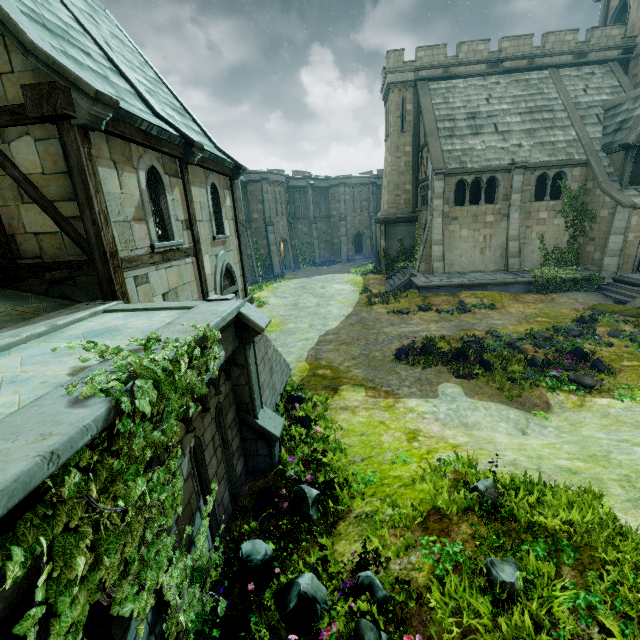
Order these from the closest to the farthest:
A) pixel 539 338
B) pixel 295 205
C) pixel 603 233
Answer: pixel 539 338
pixel 603 233
pixel 295 205

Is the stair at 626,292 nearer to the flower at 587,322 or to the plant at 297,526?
the flower at 587,322

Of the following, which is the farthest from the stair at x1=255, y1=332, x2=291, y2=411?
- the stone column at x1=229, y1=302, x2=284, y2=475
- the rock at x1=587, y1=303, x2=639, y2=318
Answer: the rock at x1=587, y1=303, x2=639, y2=318

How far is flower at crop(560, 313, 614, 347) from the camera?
12.0m

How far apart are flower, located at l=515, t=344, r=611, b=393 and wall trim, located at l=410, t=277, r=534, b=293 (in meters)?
9.47

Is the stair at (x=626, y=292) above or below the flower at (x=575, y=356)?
above

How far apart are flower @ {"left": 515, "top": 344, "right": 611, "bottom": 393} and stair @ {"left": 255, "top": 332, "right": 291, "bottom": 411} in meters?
8.7

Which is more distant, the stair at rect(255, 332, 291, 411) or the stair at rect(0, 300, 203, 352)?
the stair at rect(255, 332, 291, 411)
